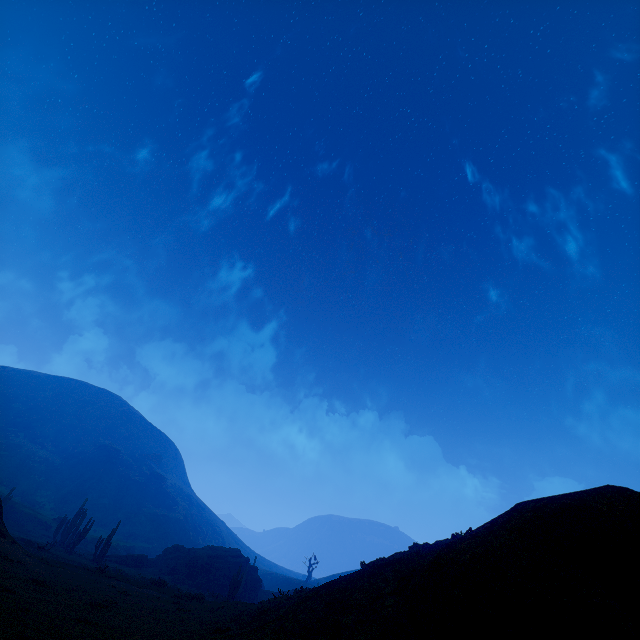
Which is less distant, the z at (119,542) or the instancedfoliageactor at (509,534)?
the instancedfoliageactor at (509,534)

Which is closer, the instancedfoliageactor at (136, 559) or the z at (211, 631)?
the z at (211, 631)

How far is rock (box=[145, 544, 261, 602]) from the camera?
39.5m

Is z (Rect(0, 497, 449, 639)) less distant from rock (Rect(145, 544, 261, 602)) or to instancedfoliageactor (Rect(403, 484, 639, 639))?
instancedfoliageactor (Rect(403, 484, 639, 639))

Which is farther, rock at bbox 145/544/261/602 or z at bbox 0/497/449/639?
rock at bbox 145/544/261/602

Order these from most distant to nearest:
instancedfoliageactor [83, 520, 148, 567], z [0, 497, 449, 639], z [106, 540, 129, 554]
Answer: z [106, 540, 129, 554] < instancedfoliageactor [83, 520, 148, 567] < z [0, 497, 449, 639]

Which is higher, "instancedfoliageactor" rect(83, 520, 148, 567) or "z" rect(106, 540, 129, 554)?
"z" rect(106, 540, 129, 554)

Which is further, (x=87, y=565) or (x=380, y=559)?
(x=87, y=565)
